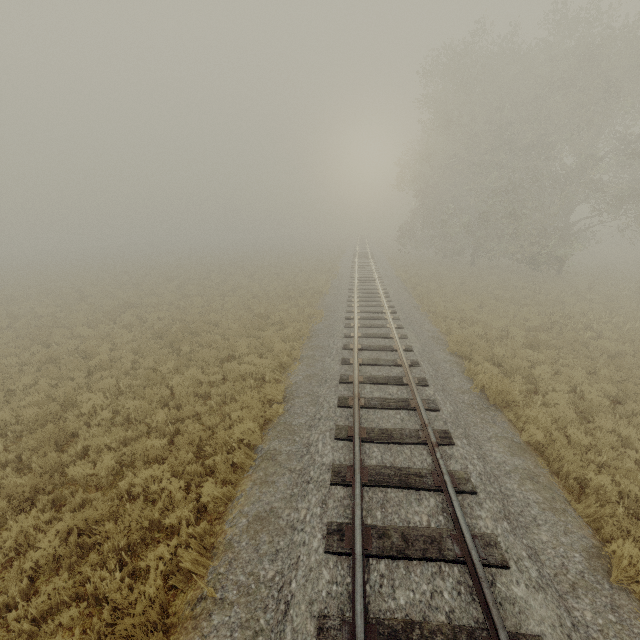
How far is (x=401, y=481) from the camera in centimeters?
569cm
